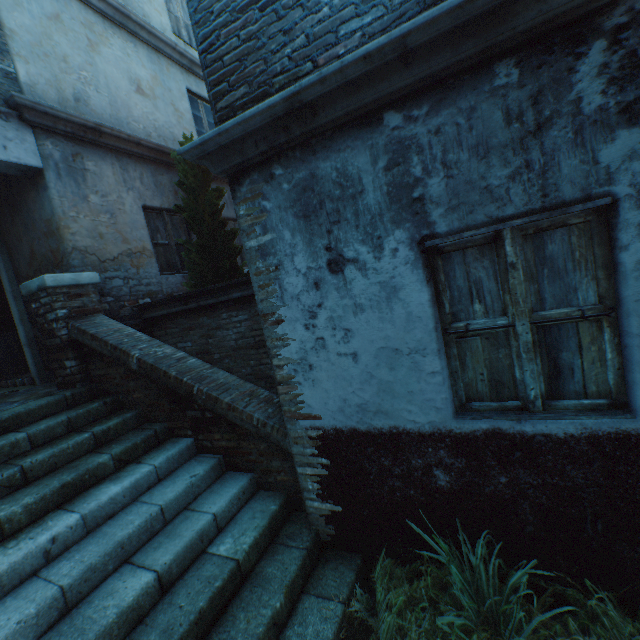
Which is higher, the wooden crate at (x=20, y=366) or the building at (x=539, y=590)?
the wooden crate at (x=20, y=366)

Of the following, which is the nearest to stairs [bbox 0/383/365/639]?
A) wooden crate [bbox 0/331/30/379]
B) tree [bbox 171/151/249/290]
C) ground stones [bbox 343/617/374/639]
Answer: ground stones [bbox 343/617/374/639]

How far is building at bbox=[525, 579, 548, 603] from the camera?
2.3 meters

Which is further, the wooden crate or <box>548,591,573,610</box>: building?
the wooden crate

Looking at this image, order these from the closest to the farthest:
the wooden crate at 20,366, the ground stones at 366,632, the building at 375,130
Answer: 1. the building at 375,130
2. the ground stones at 366,632
3. the wooden crate at 20,366

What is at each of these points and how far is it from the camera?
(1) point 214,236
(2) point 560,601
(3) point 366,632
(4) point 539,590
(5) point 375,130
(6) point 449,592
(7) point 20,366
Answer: (1) tree, 5.8 meters
(2) building, 2.3 meters
(3) ground stones, 2.4 meters
(4) building, 2.3 meters
(5) building, 2.2 meters
(6) plants, 2.4 meters
(7) wooden crate, 7.4 meters

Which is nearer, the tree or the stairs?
the stairs

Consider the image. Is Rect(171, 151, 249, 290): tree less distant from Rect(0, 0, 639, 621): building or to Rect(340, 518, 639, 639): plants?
Rect(340, 518, 639, 639): plants
